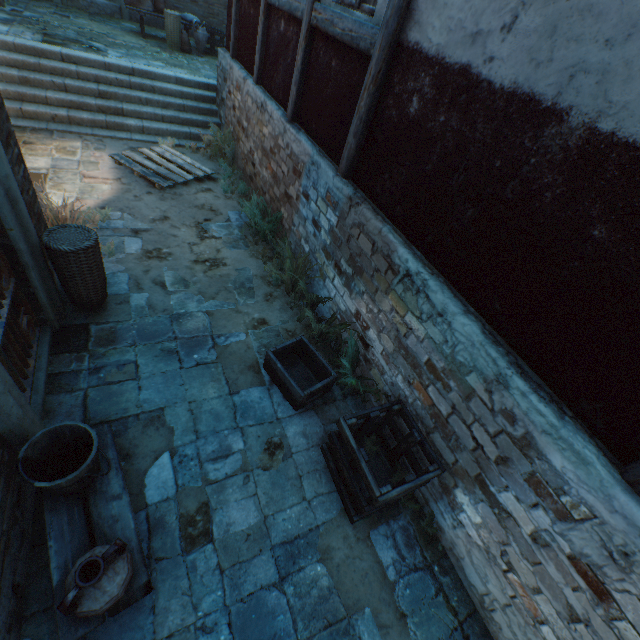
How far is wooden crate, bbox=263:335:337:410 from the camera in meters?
3.8

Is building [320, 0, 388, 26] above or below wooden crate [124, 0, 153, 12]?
above

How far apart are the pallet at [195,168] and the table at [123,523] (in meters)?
5.22

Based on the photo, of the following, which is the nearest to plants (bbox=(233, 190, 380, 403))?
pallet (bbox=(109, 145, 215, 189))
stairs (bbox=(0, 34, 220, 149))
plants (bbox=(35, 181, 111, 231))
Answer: pallet (bbox=(109, 145, 215, 189))

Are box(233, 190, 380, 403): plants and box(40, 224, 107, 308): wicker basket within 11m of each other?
yes

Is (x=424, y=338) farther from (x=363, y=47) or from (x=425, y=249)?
(x=363, y=47)

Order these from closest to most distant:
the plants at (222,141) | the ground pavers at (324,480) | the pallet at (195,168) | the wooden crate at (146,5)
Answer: the ground pavers at (324,480) → the pallet at (195,168) → the plants at (222,141) → the wooden crate at (146,5)

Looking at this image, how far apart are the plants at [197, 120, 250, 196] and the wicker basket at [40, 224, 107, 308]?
4.9m
